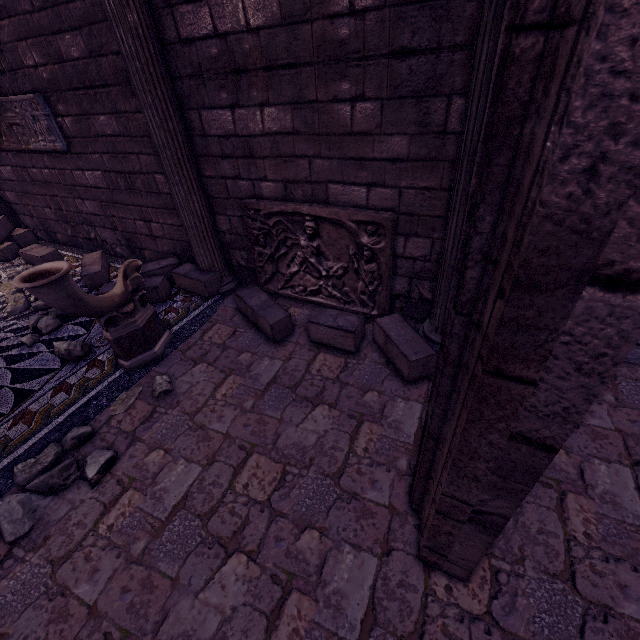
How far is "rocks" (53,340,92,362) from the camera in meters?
3.4 m

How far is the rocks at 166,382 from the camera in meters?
3.1

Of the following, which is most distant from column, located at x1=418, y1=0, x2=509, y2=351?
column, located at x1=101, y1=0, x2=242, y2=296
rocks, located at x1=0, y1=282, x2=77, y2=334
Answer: rocks, located at x1=0, y1=282, x2=77, y2=334

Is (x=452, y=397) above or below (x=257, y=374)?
above

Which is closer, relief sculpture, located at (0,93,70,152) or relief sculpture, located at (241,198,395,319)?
relief sculpture, located at (241,198,395,319)

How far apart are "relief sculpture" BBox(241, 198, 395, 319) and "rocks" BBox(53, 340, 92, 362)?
2.1 meters

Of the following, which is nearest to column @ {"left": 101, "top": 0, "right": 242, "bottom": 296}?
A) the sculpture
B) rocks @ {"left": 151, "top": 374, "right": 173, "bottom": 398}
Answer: the sculpture
